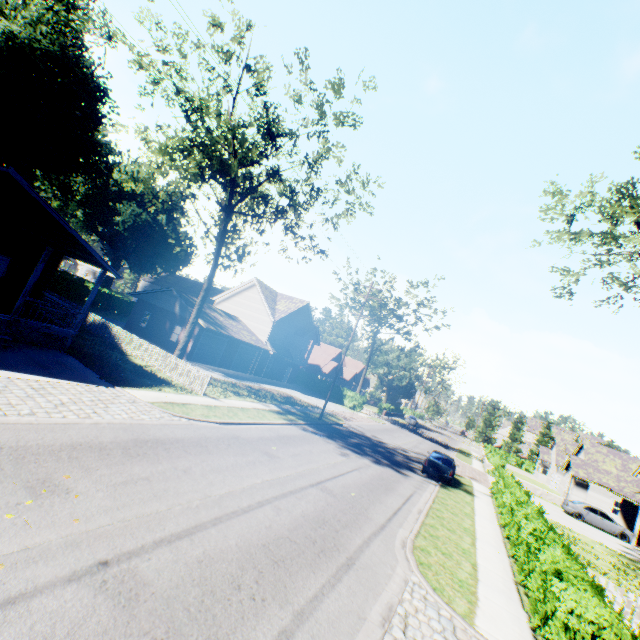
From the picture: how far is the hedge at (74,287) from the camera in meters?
37.2 m

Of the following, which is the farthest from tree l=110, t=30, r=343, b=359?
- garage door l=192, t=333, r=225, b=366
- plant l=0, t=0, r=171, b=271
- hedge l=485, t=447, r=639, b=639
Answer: hedge l=485, t=447, r=639, b=639

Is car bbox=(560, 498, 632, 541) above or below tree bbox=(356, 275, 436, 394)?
below

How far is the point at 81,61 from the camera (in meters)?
29.78

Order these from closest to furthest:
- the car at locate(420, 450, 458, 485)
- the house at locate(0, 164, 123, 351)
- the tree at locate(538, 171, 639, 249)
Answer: the house at locate(0, 164, 123, 351) → the tree at locate(538, 171, 639, 249) → the car at locate(420, 450, 458, 485)

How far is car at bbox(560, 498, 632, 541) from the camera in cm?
2628

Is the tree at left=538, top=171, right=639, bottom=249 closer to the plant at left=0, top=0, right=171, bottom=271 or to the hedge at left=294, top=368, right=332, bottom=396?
the hedge at left=294, top=368, right=332, bottom=396

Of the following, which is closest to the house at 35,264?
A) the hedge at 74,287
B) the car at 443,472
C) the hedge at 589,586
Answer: the hedge at 74,287
